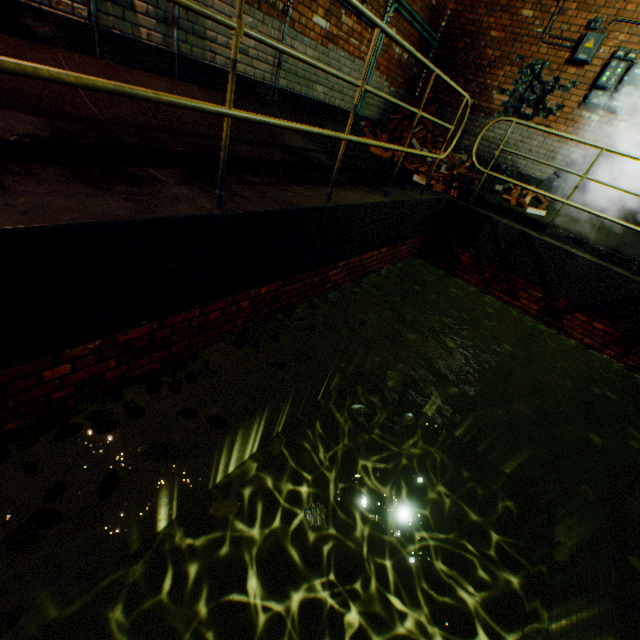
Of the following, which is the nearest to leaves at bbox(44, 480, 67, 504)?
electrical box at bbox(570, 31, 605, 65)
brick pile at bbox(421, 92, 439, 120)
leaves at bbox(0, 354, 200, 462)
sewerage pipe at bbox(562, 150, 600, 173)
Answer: leaves at bbox(0, 354, 200, 462)

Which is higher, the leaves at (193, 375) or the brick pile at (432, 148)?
the brick pile at (432, 148)

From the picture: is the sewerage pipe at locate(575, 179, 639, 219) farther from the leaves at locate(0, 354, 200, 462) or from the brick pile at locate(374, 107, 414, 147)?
the leaves at locate(0, 354, 200, 462)

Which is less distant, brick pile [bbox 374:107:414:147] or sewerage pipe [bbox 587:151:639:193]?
sewerage pipe [bbox 587:151:639:193]

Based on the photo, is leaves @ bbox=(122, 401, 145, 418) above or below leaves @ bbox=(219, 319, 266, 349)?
below

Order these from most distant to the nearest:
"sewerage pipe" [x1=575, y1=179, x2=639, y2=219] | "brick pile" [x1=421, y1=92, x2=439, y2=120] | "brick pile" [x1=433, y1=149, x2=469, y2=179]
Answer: "brick pile" [x1=421, y1=92, x2=439, y2=120], "brick pile" [x1=433, y1=149, x2=469, y2=179], "sewerage pipe" [x1=575, y1=179, x2=639, y2=219]

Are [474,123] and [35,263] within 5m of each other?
no

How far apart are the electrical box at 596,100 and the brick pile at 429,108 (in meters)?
2.09
